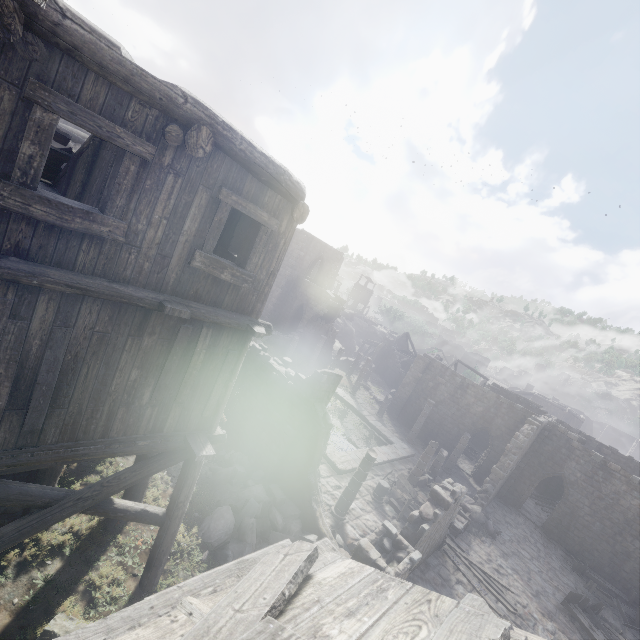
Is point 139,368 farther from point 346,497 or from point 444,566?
point 444,566

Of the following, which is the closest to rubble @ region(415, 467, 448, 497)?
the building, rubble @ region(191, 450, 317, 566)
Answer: the building

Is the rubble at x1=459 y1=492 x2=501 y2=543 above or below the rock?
below

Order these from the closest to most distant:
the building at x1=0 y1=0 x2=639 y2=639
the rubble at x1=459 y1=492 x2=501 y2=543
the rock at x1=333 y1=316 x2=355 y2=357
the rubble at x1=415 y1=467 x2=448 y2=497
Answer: the building at x1=0 y1=0 x2=639 y2=639 → the rubble at x1=459 y1=492 x2=501 y2=543 → the rubble at x1=415 y1=467 x2=448 y2=497 → the rock at x1=333 y1=316 x2=355 y2=357

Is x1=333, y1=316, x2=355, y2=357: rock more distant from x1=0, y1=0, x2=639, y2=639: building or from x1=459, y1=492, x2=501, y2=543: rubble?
x1=459, y1=492, x2=501, y2=543: rubble

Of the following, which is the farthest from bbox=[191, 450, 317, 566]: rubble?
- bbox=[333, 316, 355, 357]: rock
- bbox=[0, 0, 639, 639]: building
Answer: bbox=[333, 316, 355, 357]: rock

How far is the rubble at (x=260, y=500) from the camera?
9.7 meters

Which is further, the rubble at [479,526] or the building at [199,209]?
the rubble at [479,526]
